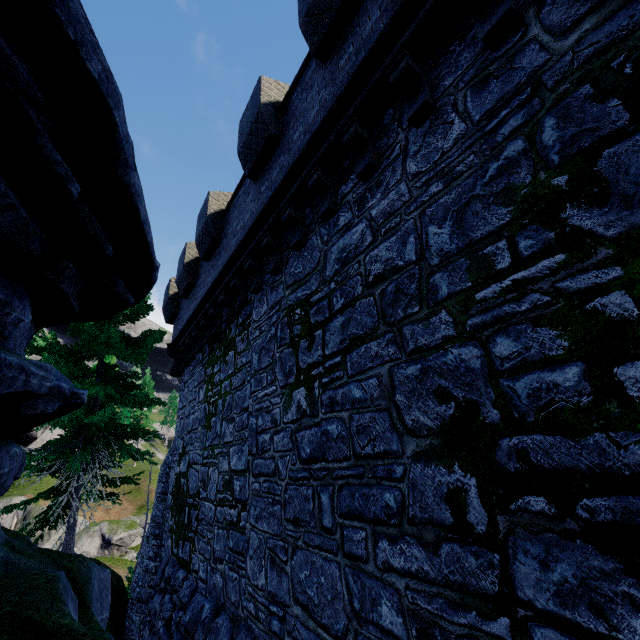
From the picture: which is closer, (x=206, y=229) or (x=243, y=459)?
(x=243, y=459)
